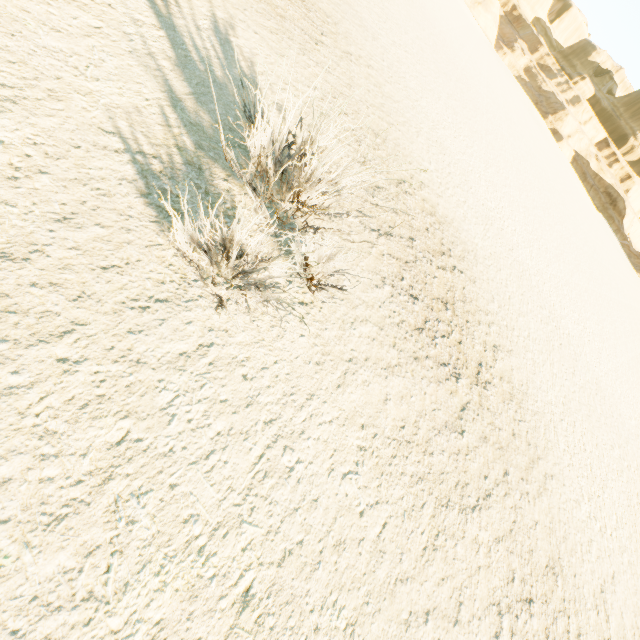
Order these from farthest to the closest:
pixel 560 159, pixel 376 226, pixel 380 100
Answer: pixel 560 159 < pixel 380 100 < pixel 376 226
